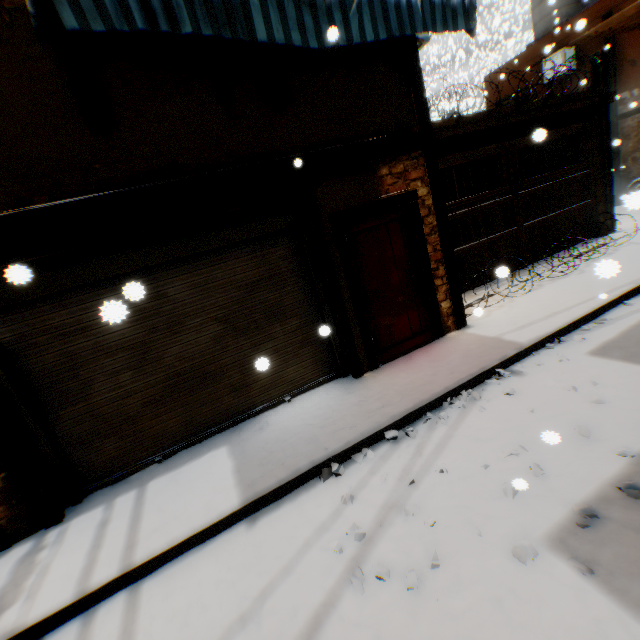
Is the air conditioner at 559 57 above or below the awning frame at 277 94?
above

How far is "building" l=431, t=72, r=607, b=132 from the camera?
6.5m

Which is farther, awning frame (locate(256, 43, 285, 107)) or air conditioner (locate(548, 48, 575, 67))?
air conditioner (locate(548, 48, 575, 67))

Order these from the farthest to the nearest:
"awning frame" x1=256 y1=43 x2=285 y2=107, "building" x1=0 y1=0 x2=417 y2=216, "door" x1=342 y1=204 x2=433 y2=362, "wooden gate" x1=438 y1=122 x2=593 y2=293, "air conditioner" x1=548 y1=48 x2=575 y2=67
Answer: "air conditioner" x1=548 y1=48 x2=575 y2=67
"wooden gate" x1=438 y1=122 x2=593 y2=293
"door" x1=342 y1=204 x2=433 y2=362
"awning frame" x1=256 y1=43 x2=285 y2=107
"building" x1=0 y1=0 x2=417 y2=216

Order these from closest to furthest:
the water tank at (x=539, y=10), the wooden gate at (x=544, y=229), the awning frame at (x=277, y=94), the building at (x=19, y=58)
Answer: the building at (x=19, y=58)
the awning frame at (x=277, y=94)
the wooden gate at (x=544, y=229)
the water tank at (x=539, y=10)

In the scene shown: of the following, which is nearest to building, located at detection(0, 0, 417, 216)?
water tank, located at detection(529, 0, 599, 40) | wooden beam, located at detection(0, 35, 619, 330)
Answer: wooden beam, located at detection(0, 35, 619, 330)

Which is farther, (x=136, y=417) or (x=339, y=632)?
(x=136, y=417)

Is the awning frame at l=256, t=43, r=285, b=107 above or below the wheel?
above
